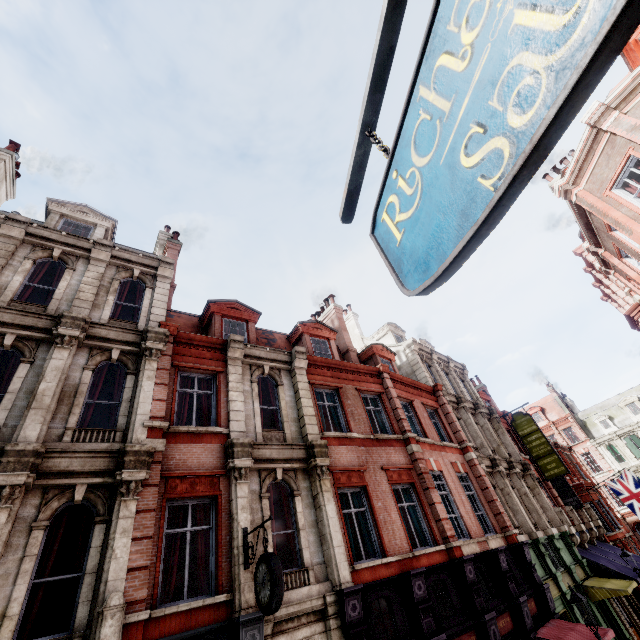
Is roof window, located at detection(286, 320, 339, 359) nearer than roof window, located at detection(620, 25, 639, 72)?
No

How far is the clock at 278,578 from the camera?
6.4m

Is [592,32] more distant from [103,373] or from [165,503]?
[103,373]

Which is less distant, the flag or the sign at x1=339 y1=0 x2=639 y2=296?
the sign at x1=339 y1=0 x2=639 y2=296

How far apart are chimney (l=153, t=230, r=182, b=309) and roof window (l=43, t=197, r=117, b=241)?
2.3m

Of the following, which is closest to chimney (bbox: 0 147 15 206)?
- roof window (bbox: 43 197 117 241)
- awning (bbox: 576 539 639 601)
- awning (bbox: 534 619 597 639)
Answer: roof window (bbox: 43 197 117 241)

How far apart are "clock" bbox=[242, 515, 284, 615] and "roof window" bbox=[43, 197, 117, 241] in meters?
11.8 m

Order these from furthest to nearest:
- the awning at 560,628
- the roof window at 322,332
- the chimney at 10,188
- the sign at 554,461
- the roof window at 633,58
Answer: the sign at 554,461
the roof window at 322,332
the chimney at 10,188
the roof window at 633,58
the awning at 560,628
